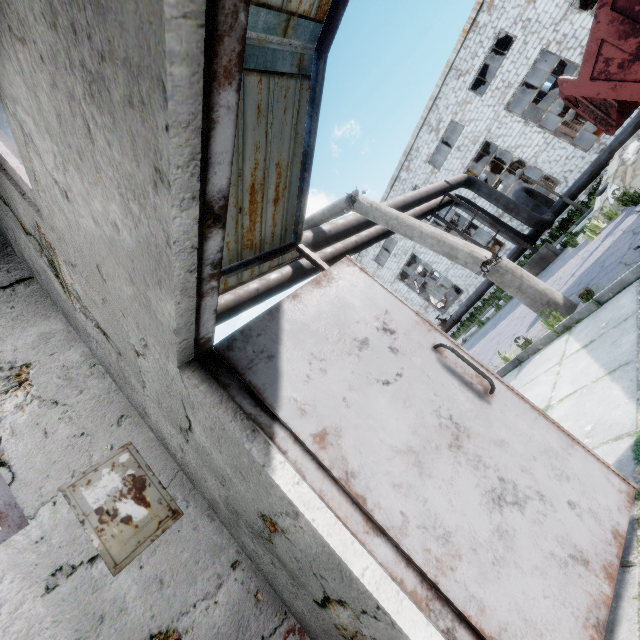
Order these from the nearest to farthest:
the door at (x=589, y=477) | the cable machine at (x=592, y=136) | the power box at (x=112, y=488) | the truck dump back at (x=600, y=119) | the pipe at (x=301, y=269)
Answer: the door at (x=589, y=477)
the power box at (x=112, y=488)
the pipe at (x=301, y=269)
the truck dump back at (x=600, y=119)
the cable machine at (x=592, y=136)

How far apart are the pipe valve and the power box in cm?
2138

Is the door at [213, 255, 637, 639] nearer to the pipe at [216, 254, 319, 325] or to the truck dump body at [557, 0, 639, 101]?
the pipe at [216, 254, 319, 325]

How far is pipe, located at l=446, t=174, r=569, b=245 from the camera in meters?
14.2

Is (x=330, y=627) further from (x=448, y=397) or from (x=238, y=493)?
(x=448, y=397)

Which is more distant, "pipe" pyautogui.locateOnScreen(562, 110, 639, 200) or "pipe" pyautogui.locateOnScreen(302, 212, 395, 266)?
"pipe" pyautogui.locateOnScreen(562, 110, 639, 200)

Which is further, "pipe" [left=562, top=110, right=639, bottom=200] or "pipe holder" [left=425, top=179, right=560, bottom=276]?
"pipe" [left=562, top=110, right=639, bottom=200]

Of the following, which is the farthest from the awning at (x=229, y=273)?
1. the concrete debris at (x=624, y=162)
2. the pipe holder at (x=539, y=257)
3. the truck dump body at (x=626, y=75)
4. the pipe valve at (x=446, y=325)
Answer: the pipe valve at (x=446, y=325)
